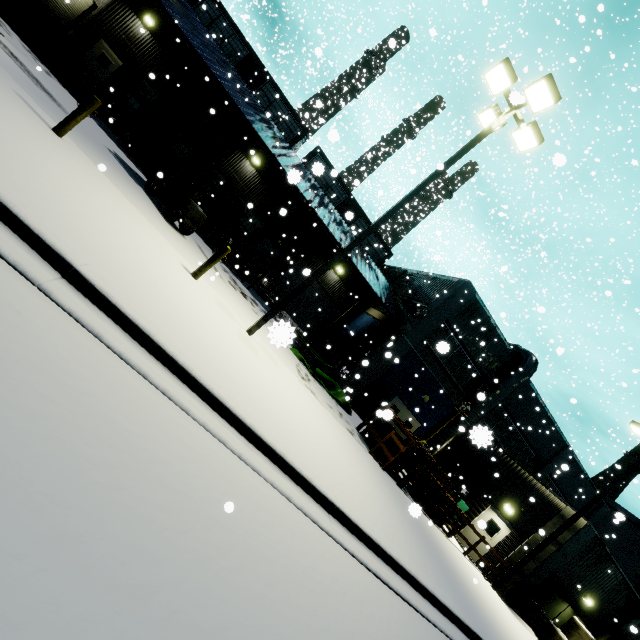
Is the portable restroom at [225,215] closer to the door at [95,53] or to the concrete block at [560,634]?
the door at [95,53]

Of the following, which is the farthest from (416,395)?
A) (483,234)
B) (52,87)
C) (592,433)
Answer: (592,433)

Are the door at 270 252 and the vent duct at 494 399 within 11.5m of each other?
yes

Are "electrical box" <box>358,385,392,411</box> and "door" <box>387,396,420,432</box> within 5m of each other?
yes

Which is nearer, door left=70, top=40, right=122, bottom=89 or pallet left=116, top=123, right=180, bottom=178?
pallet left=116, top=123, right=180, bottom=178

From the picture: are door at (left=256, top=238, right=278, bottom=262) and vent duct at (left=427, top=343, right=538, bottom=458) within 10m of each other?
yes

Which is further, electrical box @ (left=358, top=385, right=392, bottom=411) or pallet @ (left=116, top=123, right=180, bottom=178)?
electrical box @ (left=358, top=385, right=392, bottom=411)

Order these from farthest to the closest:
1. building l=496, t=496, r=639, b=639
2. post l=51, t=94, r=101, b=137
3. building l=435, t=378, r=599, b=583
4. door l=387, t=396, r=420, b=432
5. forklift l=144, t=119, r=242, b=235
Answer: door l=387, t=396, r=420, b=432 → building l=435, t=378, r=599, b=583 → building l=496, t=496, r=639, b=639 → forklift l=144, t=119, r=242, b=235 → post l=51, t=94, r=101, b=137
